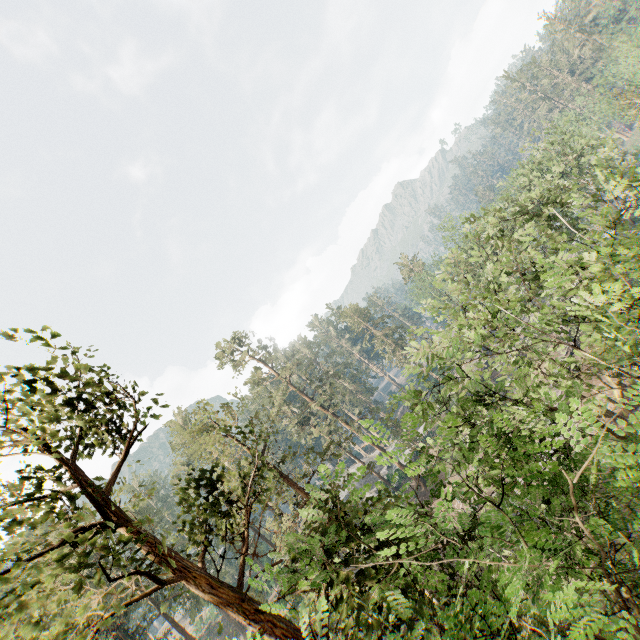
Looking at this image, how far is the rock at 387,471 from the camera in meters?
47.3 m

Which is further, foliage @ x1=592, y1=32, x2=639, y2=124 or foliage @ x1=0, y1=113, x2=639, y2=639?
→ foliage @ x1=592, y1=32, x2=639, y2=124

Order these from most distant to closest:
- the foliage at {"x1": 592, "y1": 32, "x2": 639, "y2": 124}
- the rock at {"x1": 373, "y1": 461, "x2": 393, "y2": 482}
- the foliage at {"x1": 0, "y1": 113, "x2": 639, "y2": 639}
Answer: the rock at {"x1": 373, "y1": 461, "x2": 393, "y2": 482} → the foliage at {"x1": 592, "y1": 32, "x2": 639, "y2": 124} → the foliage at {"x1": 0, "y1": 113, "x2": 639, "y2": 639}

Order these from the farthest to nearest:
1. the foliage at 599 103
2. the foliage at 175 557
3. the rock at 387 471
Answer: the rock at 387 471 < the foliage at 599 103 < the foliage at 175 557

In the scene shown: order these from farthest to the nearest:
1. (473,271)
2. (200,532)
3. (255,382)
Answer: (255,382) < (473,271) < (200,532)

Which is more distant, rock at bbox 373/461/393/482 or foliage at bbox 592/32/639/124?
rock at bbox 373/461/393/482

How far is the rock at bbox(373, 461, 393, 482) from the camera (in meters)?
47.31
